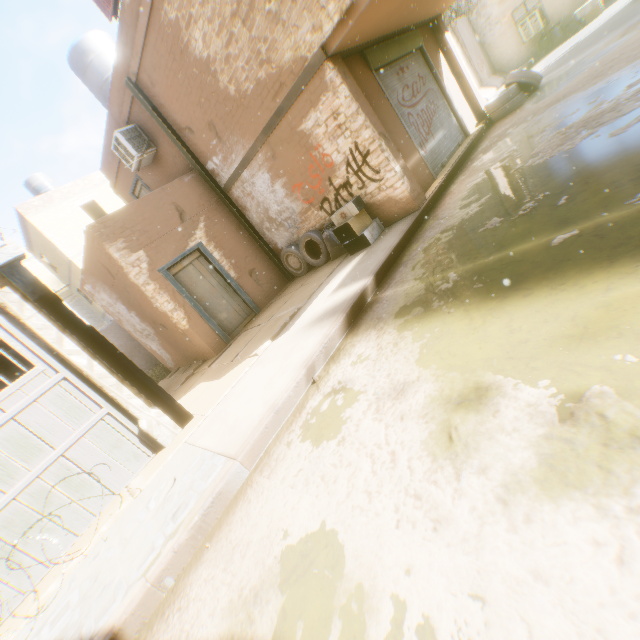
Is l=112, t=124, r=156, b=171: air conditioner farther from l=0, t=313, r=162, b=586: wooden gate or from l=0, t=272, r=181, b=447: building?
l=0, t=313, r=162, b=586: wooden gate

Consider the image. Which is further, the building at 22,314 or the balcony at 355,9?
the balcony at 355,9

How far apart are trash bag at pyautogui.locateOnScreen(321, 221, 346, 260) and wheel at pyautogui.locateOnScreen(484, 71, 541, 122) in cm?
641

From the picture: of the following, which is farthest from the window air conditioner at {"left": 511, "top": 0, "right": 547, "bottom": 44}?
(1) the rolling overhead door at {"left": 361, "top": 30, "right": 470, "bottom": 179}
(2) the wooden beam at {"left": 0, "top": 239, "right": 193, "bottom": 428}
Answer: (2) the wooden beam at {"left": 0, "top": 239, "right": 193, "bottom": 428}

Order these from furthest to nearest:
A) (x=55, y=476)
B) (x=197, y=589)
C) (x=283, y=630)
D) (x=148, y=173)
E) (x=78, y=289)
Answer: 1. (x=78, y=289)
2. (x=148, y=173)
3. (x=55, y=476)
4. (x=197, y=589)
5. (x=283, y=630)

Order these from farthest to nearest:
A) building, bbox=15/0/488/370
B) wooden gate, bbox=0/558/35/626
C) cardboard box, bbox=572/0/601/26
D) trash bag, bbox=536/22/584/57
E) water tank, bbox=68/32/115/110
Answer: trash bag, bbox=536/22/584/57
cardboard box, bbox=572/0/601/26
water tank, bbox=68/32/115/110
building, bbox=15/0/488/370
wooden gate, bbox=0/558/35/626

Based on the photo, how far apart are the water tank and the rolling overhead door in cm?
758

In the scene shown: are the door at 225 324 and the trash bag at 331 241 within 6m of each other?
yes
